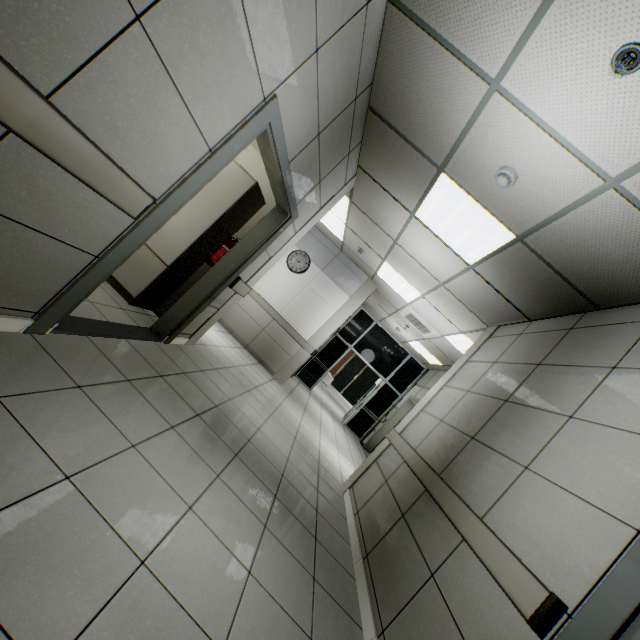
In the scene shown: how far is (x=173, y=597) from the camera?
1.37m

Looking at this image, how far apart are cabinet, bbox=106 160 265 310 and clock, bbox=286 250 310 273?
3.3 meters

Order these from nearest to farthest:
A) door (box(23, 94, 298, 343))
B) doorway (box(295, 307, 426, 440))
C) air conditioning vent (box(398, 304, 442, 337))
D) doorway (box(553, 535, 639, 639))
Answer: doorway (box(553, 535, 639, 639)) → door (box(23, 94, 298, 343)) → air conditioning vent (box(398, 304, 442, 337)) → doorway (box(295, 307, 426, 440))

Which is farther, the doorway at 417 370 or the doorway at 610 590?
the doorway at 417 370

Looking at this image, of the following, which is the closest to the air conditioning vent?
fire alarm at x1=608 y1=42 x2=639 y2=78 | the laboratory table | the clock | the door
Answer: the clock

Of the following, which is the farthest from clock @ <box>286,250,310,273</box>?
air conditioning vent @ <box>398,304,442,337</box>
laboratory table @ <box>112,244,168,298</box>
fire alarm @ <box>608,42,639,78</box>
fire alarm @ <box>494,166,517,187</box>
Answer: fire alarm @ <box>608,42,639,78</box>

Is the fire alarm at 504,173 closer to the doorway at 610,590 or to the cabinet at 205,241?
the doorway at 610,590

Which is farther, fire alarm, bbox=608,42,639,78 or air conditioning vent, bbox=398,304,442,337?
air conditioning vent, bbox=398,304,442,337
